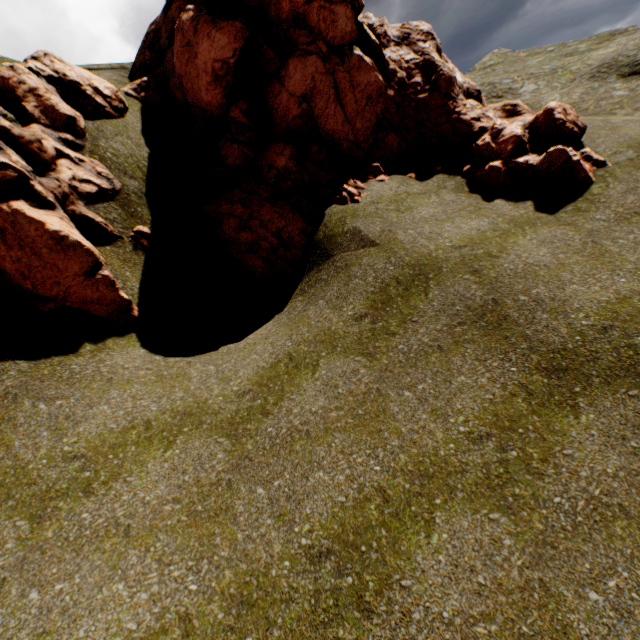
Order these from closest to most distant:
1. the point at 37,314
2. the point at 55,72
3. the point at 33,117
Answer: the point at 37,314 → the point at 33,117 → the point at 55,72

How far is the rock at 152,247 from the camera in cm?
902

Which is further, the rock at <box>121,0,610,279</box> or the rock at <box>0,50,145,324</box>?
the rock at <box>121,0,610,279</box>

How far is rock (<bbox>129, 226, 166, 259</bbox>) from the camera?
9.0m

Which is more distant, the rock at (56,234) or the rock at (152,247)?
the rock at (152,247)
